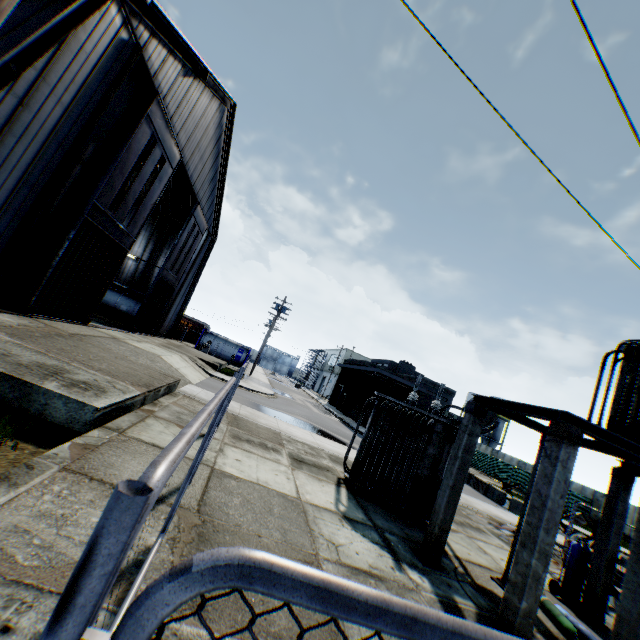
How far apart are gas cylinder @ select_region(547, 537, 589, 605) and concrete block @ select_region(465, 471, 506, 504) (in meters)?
14.56

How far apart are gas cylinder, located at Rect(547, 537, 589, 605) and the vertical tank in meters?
55.6 m

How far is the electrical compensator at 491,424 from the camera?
8.59m

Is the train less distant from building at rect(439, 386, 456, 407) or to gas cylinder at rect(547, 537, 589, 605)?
building at rect(439, 386, 456, 407)

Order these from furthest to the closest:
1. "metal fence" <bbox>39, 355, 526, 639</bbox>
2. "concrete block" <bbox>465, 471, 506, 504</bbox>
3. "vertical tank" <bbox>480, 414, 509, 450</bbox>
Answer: "vertical tank" <bbox>480, 414, 509, 450</bbox> < "concrete block" <bbox>465, 471, 506, 504</bbox> < "metal fence" <bbox>39, 355, 526, 639</bbox>

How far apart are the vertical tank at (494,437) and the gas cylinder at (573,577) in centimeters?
5564cm

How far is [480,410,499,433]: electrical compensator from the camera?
8.6 meters

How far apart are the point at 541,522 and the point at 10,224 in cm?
1519
